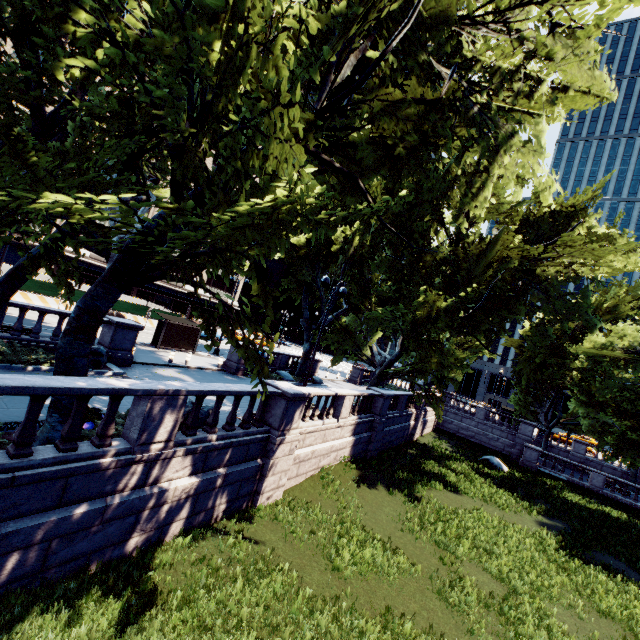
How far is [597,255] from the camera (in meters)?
18.00

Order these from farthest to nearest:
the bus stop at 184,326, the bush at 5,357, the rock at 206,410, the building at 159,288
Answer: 1. the building at 159,288
2. the bus stop at 184,326
3. the bush at 5,357
4. the rock at 206,410

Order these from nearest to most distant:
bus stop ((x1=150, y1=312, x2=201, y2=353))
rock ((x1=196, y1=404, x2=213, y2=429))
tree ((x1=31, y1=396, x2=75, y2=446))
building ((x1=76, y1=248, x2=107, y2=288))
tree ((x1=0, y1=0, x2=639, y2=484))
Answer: tree ((x1=0, y1=0, x2=639, y2=484))
tree ((x1=31, y1=396, x2=75, y2=446))
rock ((x1=196, y1=404, x2=213, y2=429))
bus stop ((x1=150, y1=312, x2=201, y2=353))
building ((x1=76, y1=248, x2=107, y2=288))

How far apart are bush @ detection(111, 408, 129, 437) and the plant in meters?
0.0

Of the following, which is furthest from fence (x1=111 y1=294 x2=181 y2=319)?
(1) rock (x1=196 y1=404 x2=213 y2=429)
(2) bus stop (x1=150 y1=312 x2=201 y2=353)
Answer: (1) rock (x1=196 y1=404 x2=213 y2=429)

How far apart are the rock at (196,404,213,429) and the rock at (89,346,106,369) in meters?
5.8 m

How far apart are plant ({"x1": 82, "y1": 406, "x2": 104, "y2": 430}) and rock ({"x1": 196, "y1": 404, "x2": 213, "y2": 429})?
1.5m

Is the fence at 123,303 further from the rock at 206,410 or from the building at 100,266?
the rock at 206,410
